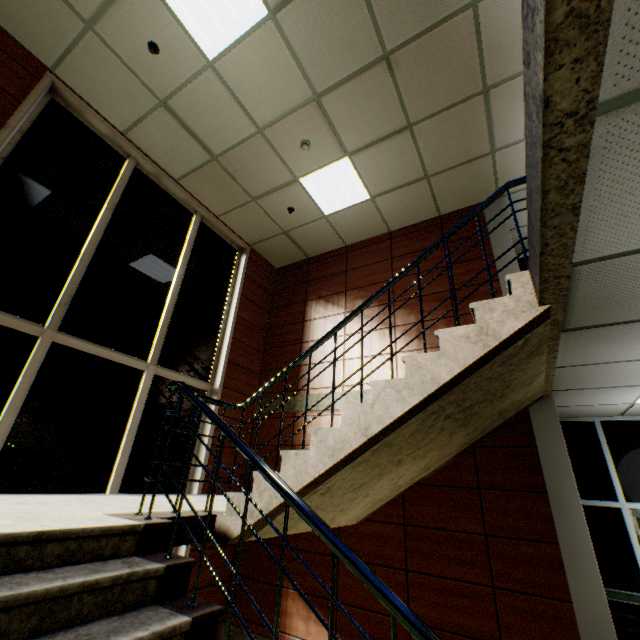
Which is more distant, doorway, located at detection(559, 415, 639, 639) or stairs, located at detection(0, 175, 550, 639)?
doorway, located at detection(559, 415, 639, 639)

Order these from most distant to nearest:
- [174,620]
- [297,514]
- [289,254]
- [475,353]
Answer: [289,254]
[297,514]
[475,353]
[174,620]

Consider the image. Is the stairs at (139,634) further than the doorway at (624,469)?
No
